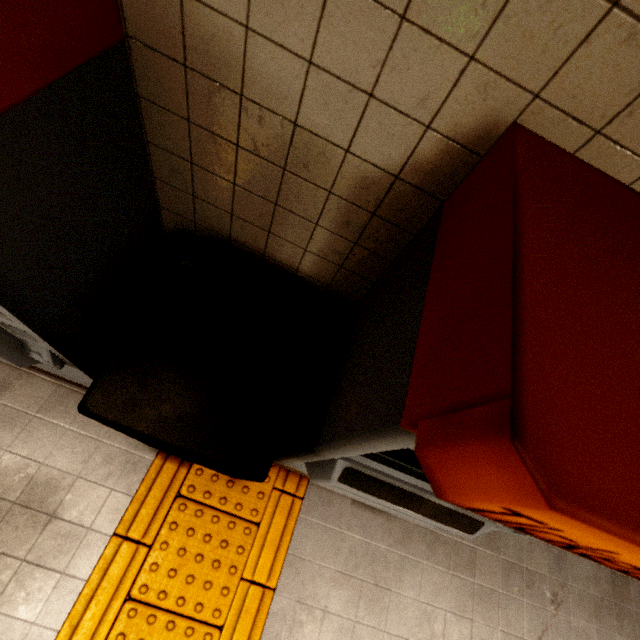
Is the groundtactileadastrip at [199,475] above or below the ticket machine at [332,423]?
below

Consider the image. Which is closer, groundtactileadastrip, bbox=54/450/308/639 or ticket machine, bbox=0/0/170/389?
ticket machine, bbox=0/0/170/389

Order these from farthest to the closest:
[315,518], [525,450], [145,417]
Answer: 1. [315,518]
2. [145,417]
3. [525,450]

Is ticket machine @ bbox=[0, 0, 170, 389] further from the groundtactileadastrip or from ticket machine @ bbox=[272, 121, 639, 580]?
ticket machine @ bbox=[272, 121, 639, 580]

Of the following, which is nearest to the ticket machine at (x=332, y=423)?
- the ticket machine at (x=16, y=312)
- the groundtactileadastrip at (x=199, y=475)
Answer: the groundtactileadastrip at (x=199, y=475)

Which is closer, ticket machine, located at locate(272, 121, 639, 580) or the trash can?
ticket machine, located at locate(272, 121, 639, 580)

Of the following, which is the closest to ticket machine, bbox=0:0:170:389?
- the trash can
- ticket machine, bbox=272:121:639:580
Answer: the trash can

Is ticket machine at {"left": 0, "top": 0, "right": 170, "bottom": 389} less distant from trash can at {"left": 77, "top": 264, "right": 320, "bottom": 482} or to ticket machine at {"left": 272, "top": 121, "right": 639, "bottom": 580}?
trash can at {"left": 77, "top": 264, "right": 320, "bottom": 482}
